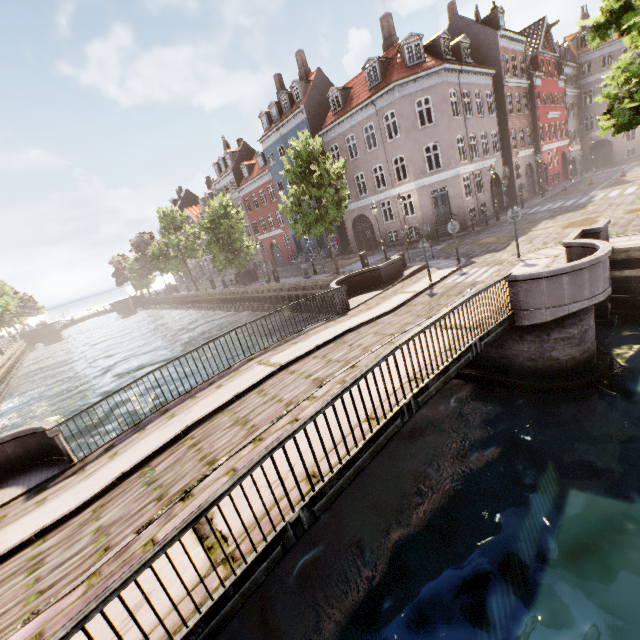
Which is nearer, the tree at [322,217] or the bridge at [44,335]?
the tree at [322,217]

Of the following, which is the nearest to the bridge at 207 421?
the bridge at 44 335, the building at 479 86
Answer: the building at 479 86

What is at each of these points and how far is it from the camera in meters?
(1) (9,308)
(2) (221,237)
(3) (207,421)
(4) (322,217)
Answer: (1) tree, 42.2
(2) tree, 30.4
(3) bridge, 7.2
(4) tree, 19.7

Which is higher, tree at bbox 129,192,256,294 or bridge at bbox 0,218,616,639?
tree at bbox 129,192,256,294

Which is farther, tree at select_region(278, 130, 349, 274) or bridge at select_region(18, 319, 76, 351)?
bridge at select_region(18, 319, 76, 351)

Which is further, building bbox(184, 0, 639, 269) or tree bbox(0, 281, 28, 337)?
tree bbox(0, 281, 28, 337)

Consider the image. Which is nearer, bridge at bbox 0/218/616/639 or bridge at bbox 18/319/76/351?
bridge at bbox 0/218/616/639

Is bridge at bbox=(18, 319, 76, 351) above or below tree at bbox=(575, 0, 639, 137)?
below
